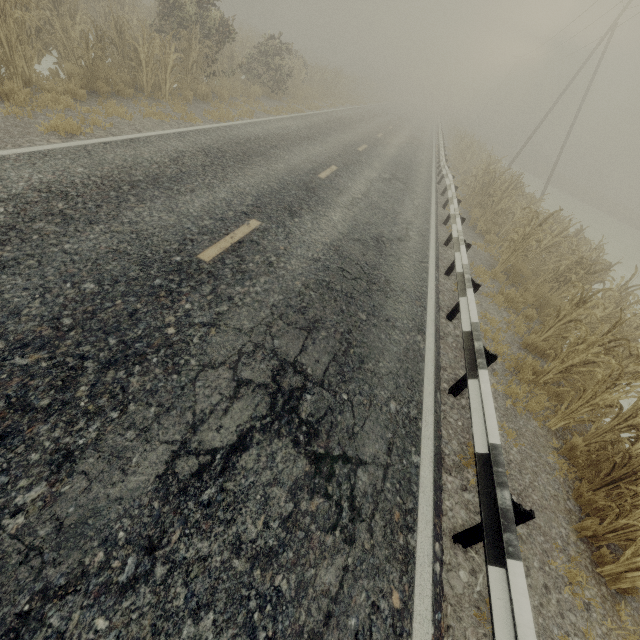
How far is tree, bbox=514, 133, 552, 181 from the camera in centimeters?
4527cm

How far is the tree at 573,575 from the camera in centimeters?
316cm

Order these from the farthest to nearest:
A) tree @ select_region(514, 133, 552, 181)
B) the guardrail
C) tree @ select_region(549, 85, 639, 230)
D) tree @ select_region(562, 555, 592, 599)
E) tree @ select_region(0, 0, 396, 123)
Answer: tree @ select_region(514, 133, 552, 181) < tree @ select_region(549, 85, 639, 230) < tree @ select_region(0, 0, 396, 123) < tree @ select_region(562, 555, 592, 599) < the guardrail

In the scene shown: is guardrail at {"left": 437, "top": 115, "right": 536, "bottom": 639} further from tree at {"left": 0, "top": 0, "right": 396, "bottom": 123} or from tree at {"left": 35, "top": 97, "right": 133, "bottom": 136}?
tree at {"left": 0, "top": 0, "right": 396, "bottom": 123}

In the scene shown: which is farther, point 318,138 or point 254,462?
point 318,138

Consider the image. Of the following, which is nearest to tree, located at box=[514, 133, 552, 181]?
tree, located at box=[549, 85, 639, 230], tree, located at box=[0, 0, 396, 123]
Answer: tree, located at box=[0, 0, 396, 123]

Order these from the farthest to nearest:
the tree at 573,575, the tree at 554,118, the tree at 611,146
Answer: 1. the tree at 554,118
2. the tree at 611,146
3. the tree at 573,575
